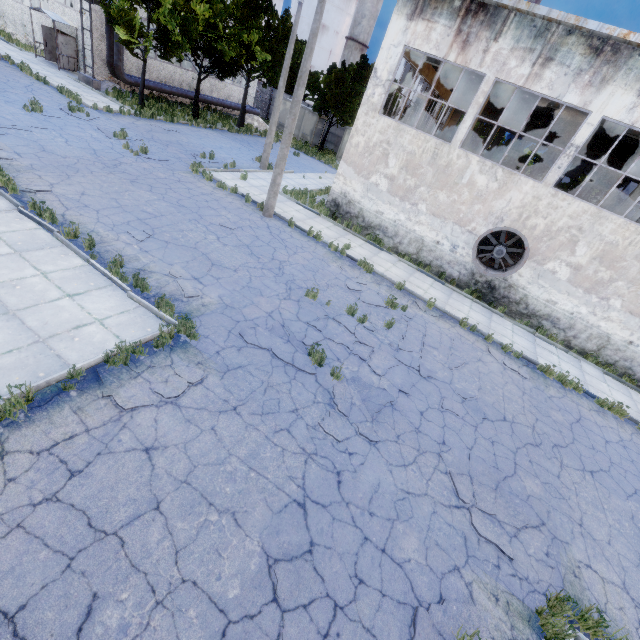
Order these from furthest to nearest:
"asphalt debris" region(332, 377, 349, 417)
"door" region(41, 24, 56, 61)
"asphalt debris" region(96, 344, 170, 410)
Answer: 1. "door" region(41, 24, 56, 61)
2. "asphalt debris" region(332, 377, 349, 417)
3. "asphalt debris" region(96, 344, 170, 410)

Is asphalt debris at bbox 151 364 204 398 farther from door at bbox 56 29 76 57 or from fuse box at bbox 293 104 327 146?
fuse box at bbox 293 104 327 146

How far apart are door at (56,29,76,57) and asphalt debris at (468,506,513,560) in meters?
36.0

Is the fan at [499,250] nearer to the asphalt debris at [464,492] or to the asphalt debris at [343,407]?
the asphalt debris at [343,407]

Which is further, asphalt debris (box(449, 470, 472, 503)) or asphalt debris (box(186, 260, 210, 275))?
asphalt debris (box(186, 260, 210, 275))

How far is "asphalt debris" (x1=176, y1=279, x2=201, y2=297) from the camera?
8.3 meters

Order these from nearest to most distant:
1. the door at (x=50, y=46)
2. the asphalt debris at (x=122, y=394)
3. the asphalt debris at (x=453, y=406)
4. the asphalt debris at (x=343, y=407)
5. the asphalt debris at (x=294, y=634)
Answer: the asphalt debris at (x=294, y=634) < the asphalt debris at (x=122, y=394) < the asphalt debris at (x=343, y=407) < the asphalt debris at (x=453, y=406) < the door at (x=50, y=46)

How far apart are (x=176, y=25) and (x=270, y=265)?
22.2m
